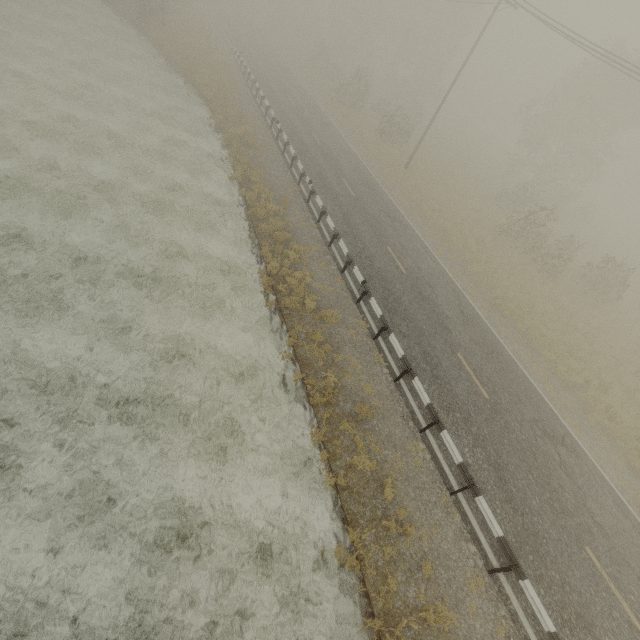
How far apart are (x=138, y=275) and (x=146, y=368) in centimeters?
A: 419cm
